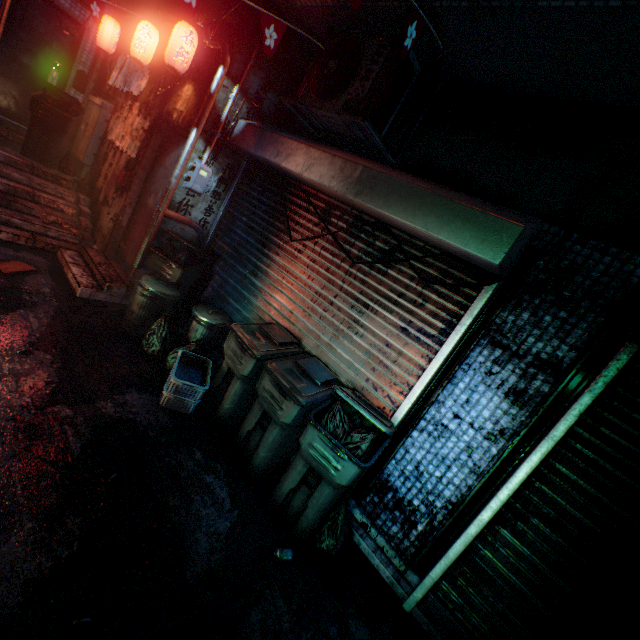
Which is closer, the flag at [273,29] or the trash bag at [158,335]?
the flag at [273,29]

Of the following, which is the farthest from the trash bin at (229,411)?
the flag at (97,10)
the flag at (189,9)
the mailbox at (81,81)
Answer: the mailbox at (81,81)

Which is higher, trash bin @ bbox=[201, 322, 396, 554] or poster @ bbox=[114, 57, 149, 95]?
poster @ bbox=[114, 57, 149, 95]

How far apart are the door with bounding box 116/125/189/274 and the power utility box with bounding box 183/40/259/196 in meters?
0.1 m

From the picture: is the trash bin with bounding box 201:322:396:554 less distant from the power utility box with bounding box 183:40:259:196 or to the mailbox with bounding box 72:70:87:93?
the power utility box with bounding box 183:40:259:196

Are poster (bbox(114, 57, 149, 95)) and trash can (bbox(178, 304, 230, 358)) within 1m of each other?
no

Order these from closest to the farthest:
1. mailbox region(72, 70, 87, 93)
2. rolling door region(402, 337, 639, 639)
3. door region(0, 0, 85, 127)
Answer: rolling door region(402, 337, 639, 639) → door region(0, 0, 85, 127) → mailbox region(72, 70, 87, 93)

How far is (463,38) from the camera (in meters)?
2.33
